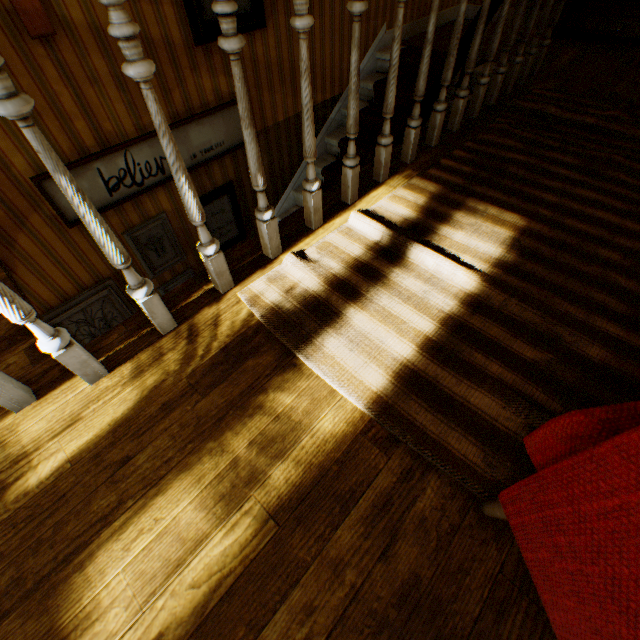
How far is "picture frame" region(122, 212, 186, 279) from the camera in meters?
3.1

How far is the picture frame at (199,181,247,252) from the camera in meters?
3.5

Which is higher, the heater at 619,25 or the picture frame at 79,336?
the heater at 619,25

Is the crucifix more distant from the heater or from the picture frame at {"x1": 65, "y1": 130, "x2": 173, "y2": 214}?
the heater

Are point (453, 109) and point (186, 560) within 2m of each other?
no

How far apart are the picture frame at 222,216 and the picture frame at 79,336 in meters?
1.0 m

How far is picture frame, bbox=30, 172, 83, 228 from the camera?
2.34m

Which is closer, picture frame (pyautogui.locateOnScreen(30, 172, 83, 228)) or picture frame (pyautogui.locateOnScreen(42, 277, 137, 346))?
picture frame (pyautogui.locateOnScreen(30, 172, 83, 228))
